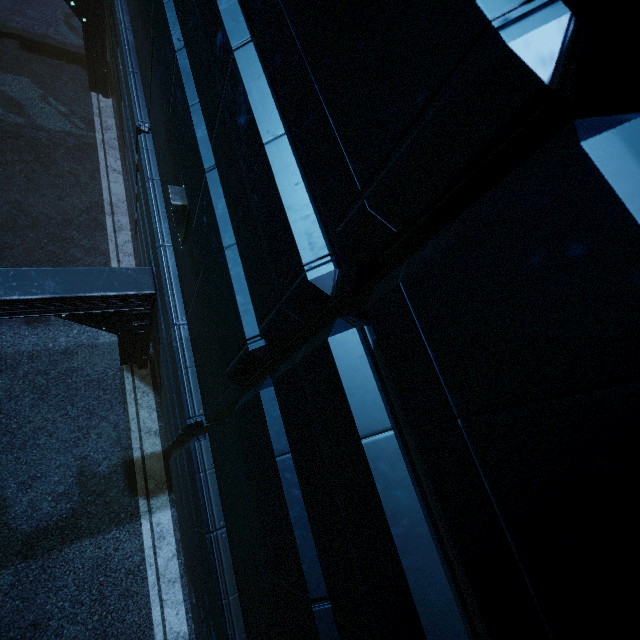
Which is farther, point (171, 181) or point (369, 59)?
point (171, 181)
